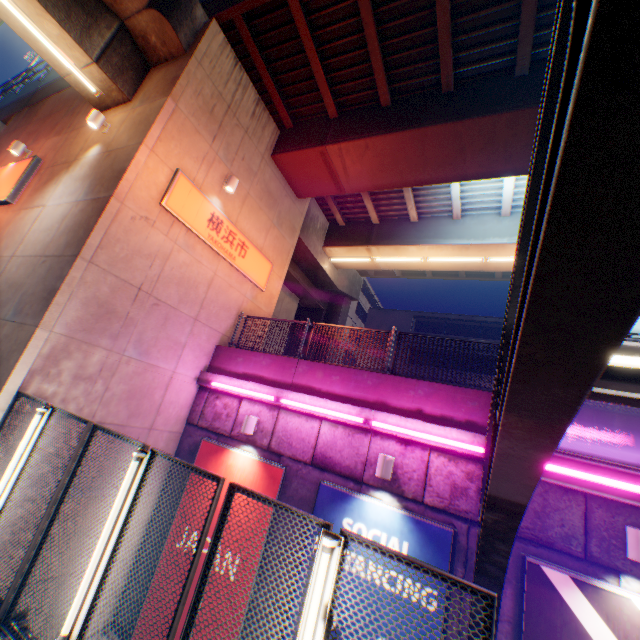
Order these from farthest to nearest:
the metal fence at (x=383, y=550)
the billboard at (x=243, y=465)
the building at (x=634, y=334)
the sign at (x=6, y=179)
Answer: the building at (x=634, y=334) → the sign at (x=6, y=179) → the billboard at (x=243, y=465) → the metal fence at (x=383, y=550)

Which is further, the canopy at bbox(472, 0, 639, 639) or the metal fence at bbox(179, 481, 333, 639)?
the metal fence at bbox(179, 481, 333, 639)

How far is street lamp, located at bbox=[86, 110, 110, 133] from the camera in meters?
8.2

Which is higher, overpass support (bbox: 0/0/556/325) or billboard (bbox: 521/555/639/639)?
overpass support (bbox: 0/0/556/325)

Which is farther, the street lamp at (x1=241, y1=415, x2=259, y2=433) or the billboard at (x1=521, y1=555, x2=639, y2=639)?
the street lamp at (x1=241, y1=415, x2=259, y2=433)

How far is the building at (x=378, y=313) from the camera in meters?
27.2

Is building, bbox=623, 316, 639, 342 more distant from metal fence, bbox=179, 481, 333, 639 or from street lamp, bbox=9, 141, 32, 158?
street lamp, bbox=9, 141, 32, 158

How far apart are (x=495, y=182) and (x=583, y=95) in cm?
1335
